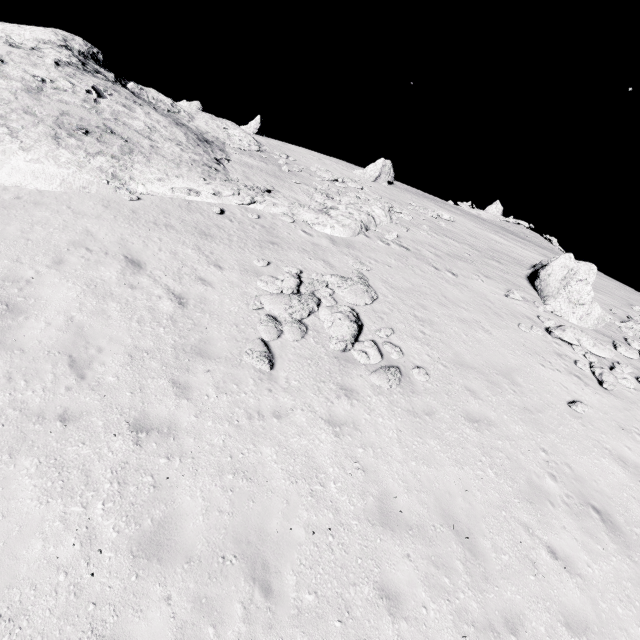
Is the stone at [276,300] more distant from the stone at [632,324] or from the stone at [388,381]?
the stone at [632,324]

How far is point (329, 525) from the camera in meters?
6.2

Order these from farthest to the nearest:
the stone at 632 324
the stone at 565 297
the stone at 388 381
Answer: the stone at 632 324 → the stone at 565 297 → the stone at 388 381

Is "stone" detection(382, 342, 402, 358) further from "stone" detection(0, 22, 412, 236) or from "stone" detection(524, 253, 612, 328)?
"stone" detection(0, 22, 412, 236)

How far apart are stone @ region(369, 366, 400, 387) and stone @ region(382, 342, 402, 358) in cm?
45

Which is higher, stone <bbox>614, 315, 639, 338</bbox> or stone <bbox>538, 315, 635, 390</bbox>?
stone <bbox>614, 315, 639, 338</bbox>

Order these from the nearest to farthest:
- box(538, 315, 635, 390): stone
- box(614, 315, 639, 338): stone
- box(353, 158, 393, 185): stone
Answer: box(538, 315, 635, 390): stone → box(614, 315, 639, 338): stone → box(353, 158, 393, 185): stone

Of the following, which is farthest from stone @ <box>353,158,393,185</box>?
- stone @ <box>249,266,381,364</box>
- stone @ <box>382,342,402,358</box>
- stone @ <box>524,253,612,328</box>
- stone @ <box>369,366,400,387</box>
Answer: stone @ <box>369,366,400,387</box>
